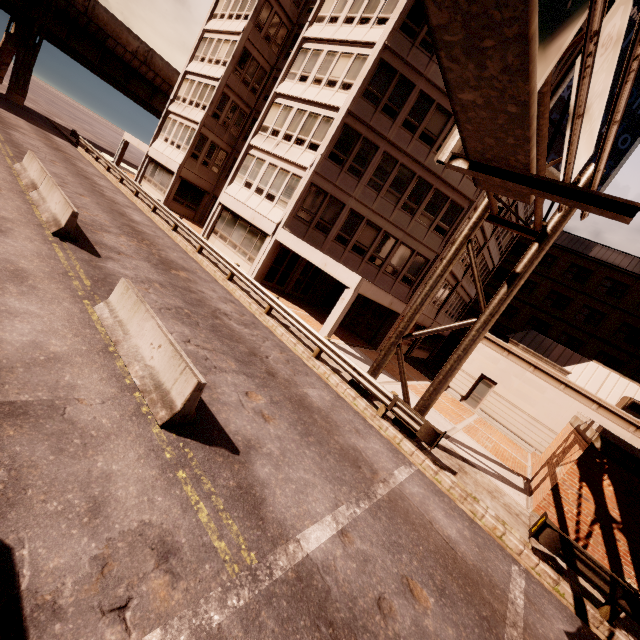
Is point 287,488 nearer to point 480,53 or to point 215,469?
point 215,469

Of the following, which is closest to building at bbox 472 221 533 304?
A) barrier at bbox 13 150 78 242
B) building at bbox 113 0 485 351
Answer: building at bbox 113 0 485 351

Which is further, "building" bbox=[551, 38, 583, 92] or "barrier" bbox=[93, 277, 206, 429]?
"building" bbox=[551, 38, 583, 92]

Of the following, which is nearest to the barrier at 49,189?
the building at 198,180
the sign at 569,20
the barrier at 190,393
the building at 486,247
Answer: the barrier at 190,393

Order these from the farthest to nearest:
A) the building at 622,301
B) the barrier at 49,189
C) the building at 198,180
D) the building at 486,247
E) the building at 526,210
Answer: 1. the building at 486,247
2. the building at 526,210
3. the building at 622,301
4. the building at 198,180
5. the barrier at 49,189

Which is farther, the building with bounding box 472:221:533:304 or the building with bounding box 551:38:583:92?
the building with bounding box 472:221:533:304

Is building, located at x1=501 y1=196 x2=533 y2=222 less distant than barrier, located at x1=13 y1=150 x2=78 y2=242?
No

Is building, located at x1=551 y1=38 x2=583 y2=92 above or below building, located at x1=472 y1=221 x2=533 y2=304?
above
